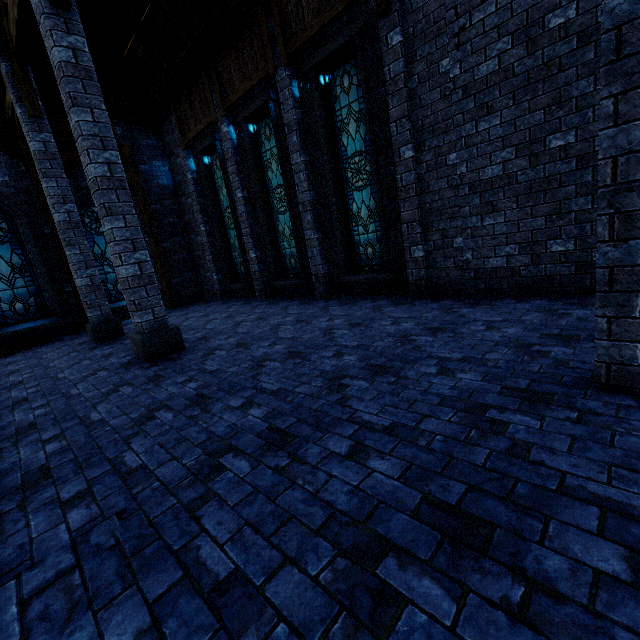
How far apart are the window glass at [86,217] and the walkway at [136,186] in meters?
0.7

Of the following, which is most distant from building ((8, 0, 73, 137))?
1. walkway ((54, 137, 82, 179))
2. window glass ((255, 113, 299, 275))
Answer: window glass ((255, 113, 299, 275))

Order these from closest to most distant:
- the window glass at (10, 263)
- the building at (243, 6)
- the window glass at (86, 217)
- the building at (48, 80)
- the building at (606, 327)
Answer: the building at (606, 327)
the building at (48, 80)
the building at (243, 6)
the window glass at (10, 263)
the window glass at (86, 217)

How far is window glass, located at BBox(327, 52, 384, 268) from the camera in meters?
7.2 m

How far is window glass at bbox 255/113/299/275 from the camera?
9.5 meters

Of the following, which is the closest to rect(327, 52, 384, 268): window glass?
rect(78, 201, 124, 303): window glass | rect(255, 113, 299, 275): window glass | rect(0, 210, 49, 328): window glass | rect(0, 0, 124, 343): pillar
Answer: rect(255, 113, 299, 275): window glass

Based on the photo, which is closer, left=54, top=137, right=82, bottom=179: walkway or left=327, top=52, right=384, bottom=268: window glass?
left=327, top=52, right=384, bottom=268: window glass

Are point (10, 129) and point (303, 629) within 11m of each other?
no
